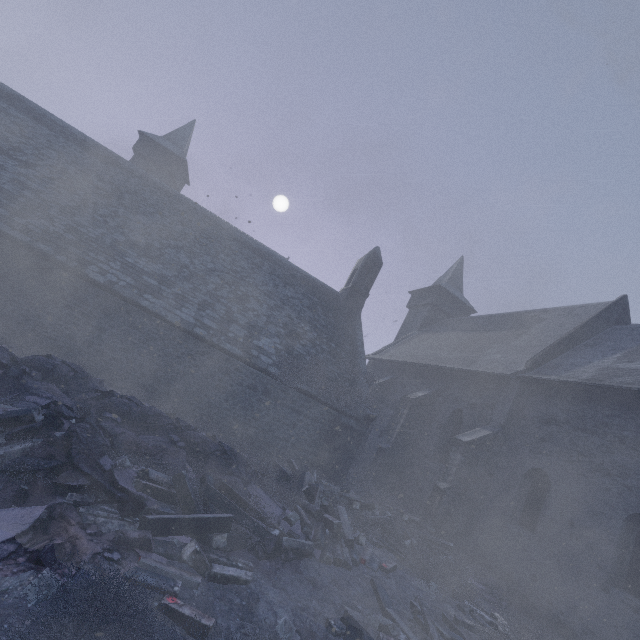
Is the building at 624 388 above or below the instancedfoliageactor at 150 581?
above

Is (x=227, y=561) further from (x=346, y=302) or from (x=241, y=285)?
(x=346, y=302)

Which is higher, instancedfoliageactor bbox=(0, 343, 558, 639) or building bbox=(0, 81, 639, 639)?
building bbox=(0, 81, 639, 639)

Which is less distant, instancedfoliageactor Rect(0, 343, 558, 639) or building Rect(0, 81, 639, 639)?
instancedfoliageactor Rect(0, 343, 558, 639)

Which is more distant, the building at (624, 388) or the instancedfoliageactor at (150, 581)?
the building at (624, 388)
